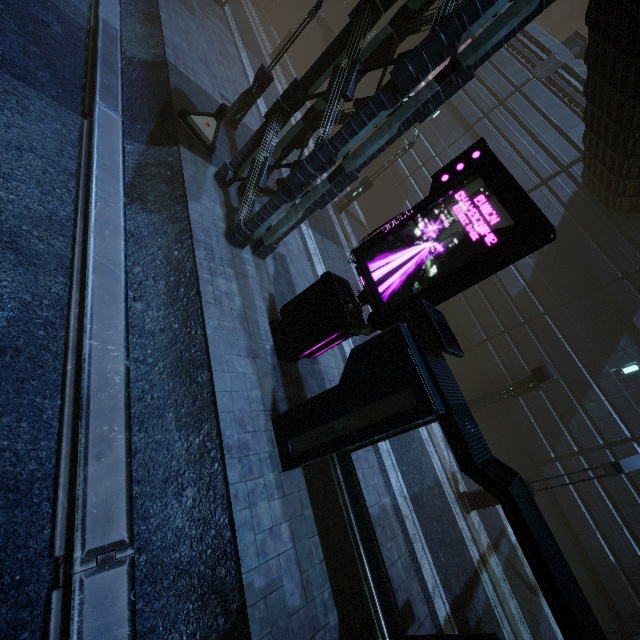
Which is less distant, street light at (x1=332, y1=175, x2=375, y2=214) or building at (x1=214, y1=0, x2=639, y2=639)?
building at (x1=214, y1=0, x2=639, y2=639)

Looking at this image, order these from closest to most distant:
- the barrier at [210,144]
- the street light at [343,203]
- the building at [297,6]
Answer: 1. the barrier at [210,144]
2. the street light at [343,203]
3. the building at [297,6]

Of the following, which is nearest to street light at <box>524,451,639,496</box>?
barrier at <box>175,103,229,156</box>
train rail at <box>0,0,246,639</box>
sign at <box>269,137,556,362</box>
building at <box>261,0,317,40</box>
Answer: building at <box>261,0,317,40</box>

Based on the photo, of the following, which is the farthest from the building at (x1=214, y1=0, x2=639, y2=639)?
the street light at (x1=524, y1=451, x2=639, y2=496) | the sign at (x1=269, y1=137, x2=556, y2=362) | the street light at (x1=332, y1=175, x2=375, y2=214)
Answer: the street light at (x1=332, y1=175, x2=375, y2=214)

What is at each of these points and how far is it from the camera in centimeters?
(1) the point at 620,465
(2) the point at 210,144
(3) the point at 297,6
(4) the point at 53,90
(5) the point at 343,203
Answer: (1) street light, 963cm
(2) barrier, 1041cm
(3) building, 3397cm
(4) train rail, 826cm
(5) street light, 1817cm

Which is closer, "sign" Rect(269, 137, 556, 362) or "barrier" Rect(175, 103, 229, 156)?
"sign" Rect(269, 137, 556, 362)

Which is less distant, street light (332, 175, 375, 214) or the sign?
the sign

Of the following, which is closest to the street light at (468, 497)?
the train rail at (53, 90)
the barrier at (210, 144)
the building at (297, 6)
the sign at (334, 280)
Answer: the building at (297, 6)
